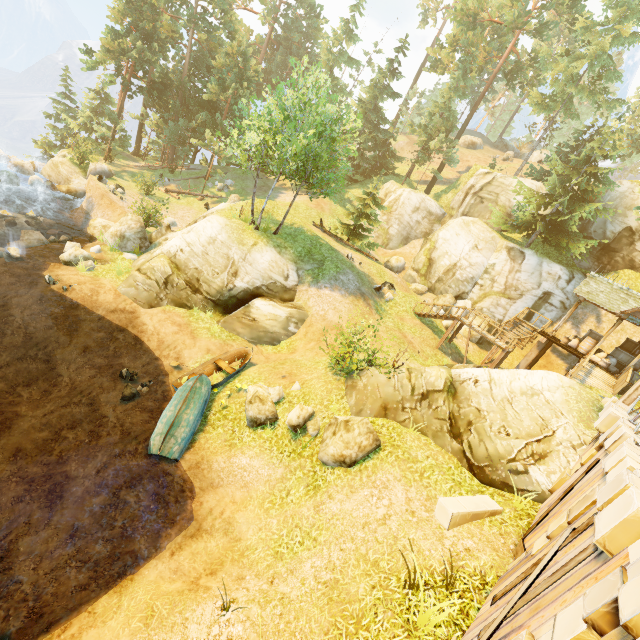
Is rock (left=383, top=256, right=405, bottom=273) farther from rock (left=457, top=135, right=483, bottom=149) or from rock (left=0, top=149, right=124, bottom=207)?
rock (left=457, top=135, right=483, bottom=149)

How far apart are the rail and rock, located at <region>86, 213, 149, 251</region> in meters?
26.9 m

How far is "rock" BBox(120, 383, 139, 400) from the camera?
12.85m

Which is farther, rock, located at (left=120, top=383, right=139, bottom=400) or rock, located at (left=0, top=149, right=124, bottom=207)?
Answer: rock, located at (left=0, top=149, right=124, bottom=207)

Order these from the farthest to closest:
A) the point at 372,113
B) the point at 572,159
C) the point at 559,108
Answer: the point at 372,113
the point at 572,159
the point at 559,108

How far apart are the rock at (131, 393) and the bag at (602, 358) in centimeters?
2432cm

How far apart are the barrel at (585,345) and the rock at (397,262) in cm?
1569

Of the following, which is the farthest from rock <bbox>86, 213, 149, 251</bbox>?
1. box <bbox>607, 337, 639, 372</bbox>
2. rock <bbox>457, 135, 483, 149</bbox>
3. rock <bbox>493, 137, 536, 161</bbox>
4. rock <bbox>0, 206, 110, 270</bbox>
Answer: rock <bbox>493, 137, 536, 161</bbox>
